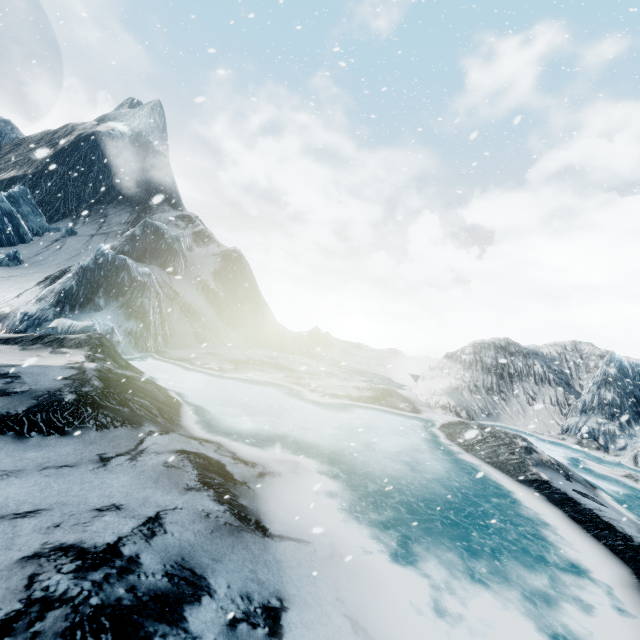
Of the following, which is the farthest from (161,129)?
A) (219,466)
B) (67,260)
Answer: (219,466)
